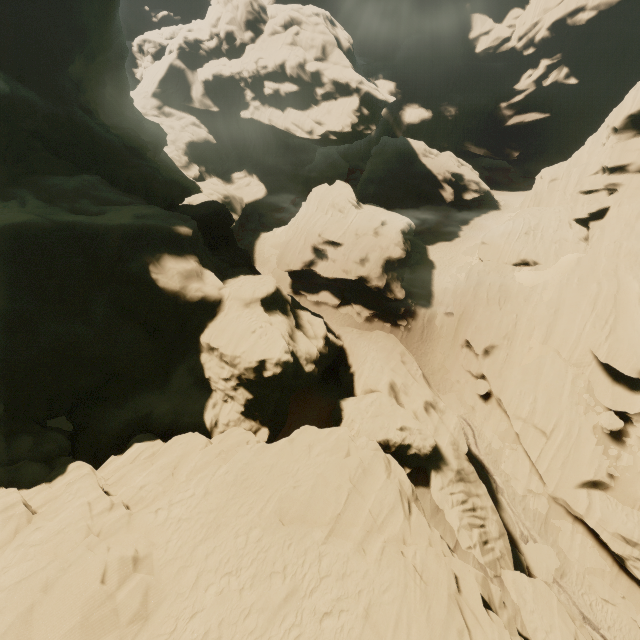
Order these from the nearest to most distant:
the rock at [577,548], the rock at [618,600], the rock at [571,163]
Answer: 1. the rock at [618,600]
2. the rock at [577,548]
3. the rock at [571,163]

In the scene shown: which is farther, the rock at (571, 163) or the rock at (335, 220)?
the rock at (571, 163)

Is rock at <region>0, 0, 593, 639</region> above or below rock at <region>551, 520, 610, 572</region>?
above

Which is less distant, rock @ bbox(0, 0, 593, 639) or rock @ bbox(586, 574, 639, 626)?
rock @ bbox(0, 0, 593, 639)

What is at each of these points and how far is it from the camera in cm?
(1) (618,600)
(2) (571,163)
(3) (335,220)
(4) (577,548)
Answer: (1) rock, 2078
(2) rock, 4600
(3) rock, 3906
(4) rock, 2247

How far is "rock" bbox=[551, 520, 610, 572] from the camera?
21.9 meters
